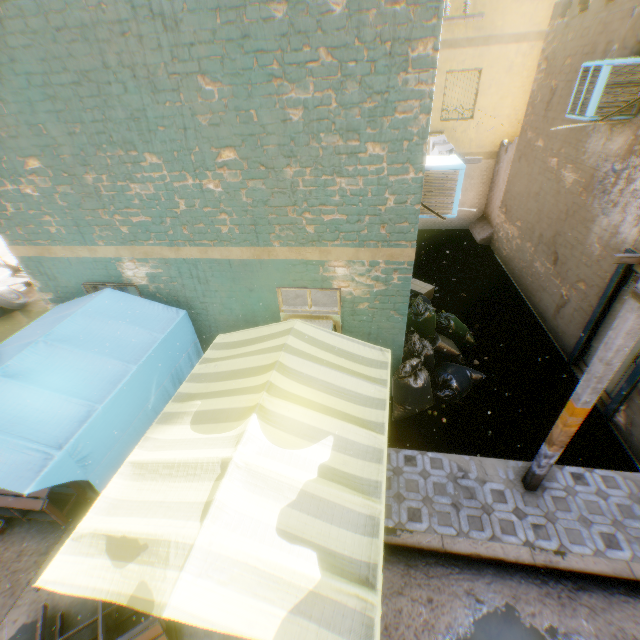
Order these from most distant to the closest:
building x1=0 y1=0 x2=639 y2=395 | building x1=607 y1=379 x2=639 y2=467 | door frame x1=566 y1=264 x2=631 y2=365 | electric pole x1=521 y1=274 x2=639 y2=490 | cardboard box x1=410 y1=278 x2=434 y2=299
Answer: cardboard box x1=410 y1=278 x2=434 y2=299 < door frame x1=566 y1=264 x2=631 y2=365 < building x1=607 y1=379 x2=639 y2=467 < building x1=0 y1=0 x2=639 y2=395 < electric pole x1=521 y1=274 x2=639 y2=490

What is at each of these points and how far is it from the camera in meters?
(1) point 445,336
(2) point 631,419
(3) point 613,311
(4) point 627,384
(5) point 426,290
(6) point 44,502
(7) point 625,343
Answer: (1) trash bag, 7.2 m
(2) building, 5.2 m
(3) door, 5.8 m
(4) door frame, 5.2 m
(5) cardboard box, 8.9 m
(6) table, 4.5 m
(7) electric pole, 3.1 m

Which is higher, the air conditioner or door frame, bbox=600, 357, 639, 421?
the air conditioner

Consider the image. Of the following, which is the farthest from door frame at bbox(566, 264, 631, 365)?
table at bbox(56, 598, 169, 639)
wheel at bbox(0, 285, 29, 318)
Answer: wheel at bbox(0, 285, 29, 318)

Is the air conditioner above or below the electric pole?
above

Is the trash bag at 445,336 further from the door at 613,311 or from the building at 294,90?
the door at 613,311

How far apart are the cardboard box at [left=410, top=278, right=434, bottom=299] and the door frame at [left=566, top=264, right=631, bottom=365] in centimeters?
341cm

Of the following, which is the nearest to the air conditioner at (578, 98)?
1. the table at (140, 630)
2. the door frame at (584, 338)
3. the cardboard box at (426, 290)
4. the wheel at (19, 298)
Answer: the door frame at (584, 338)
